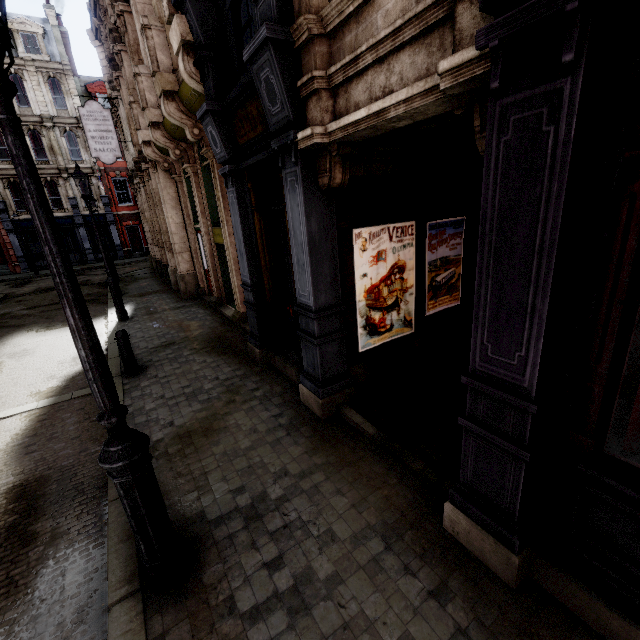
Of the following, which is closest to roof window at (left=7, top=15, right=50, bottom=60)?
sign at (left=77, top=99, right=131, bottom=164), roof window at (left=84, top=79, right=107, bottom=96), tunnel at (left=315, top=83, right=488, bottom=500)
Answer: roof window at (left=84, top=79, right=107, bottom=96)

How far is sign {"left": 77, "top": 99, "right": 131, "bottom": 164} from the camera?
14.0m

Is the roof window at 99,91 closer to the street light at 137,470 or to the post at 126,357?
the post at 126,357

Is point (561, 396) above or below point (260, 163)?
below

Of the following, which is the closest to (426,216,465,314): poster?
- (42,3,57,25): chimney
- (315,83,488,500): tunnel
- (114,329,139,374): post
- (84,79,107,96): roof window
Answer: (315,83,488,500): tunnel

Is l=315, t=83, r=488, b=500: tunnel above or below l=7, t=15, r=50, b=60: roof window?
below

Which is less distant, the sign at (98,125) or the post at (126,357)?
the post at (126,357)

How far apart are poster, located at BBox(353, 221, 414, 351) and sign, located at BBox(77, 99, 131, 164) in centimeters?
1555cm
